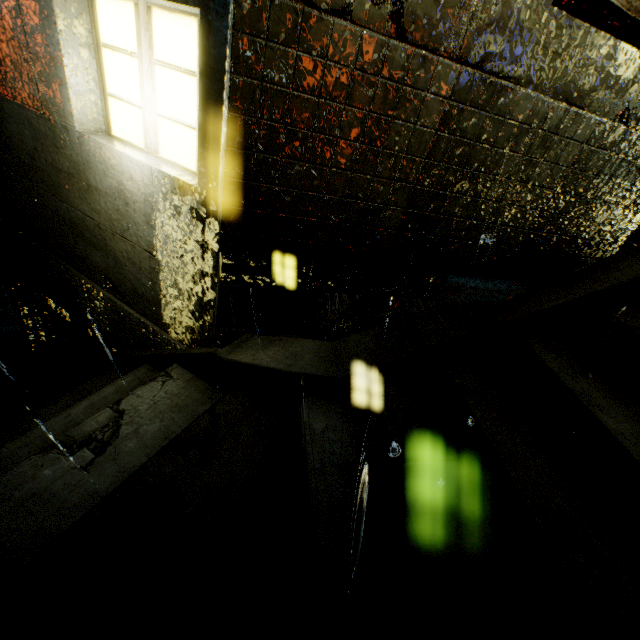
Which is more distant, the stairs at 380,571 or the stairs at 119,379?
the stairs at 119,379

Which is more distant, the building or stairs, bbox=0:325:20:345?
stairs, bbox=0:325:20:345

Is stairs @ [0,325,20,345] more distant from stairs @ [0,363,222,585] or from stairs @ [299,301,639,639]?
stairs @ [299,301,639,639]

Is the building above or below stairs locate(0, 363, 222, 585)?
above

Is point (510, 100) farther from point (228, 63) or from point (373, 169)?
point (228, 63)

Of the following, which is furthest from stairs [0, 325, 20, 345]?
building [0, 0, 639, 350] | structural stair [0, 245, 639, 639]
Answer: building [0, 0, 639, 350]

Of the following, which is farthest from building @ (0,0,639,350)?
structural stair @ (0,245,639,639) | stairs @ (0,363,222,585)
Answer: stairs @ (0,363,222,585)

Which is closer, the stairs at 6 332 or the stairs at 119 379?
the stairs at 119 379
